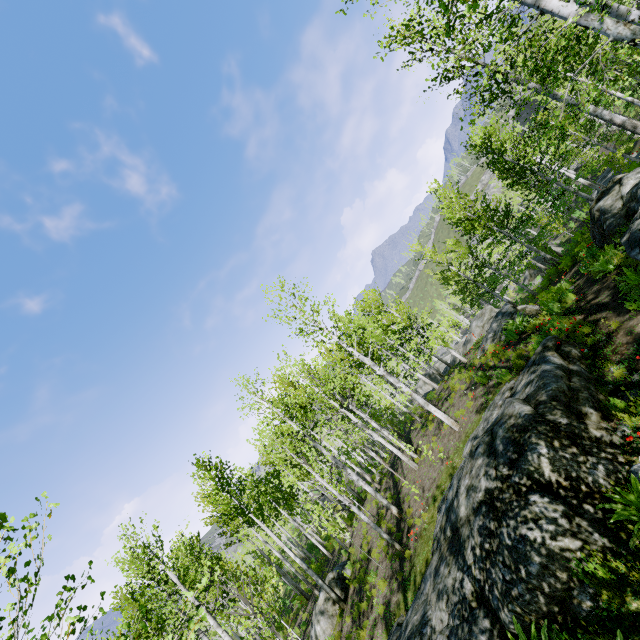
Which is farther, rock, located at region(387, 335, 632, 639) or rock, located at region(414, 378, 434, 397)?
rock, located at region(414, 378, 434, 397)

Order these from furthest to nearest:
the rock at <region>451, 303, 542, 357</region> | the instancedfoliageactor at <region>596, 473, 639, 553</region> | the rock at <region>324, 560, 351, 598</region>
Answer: the rock at <region>324, 560, 351, 598</region> → the rock at <region>451, 303, 542, 357</region> → the instancedfoliageactor at <region>596, 473, 639, 553</region>

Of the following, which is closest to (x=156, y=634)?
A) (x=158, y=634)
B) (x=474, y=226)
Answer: (x=158, y=634)

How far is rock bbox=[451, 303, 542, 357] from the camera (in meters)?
13.18

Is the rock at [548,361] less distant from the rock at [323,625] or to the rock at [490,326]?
the rock at [490,326]

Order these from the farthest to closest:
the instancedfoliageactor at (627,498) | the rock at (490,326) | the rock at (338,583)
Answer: the rock at (338,583) < the rock at (490,326) < the instancedfoliageactor at (627,498)

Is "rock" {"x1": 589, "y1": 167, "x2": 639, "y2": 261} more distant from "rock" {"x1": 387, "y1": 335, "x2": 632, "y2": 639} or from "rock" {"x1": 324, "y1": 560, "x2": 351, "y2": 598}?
"rock" {"x1": 324, "y1": 560, "x2": 351, "y2": 598}

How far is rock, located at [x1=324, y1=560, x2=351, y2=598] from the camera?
14.46m
